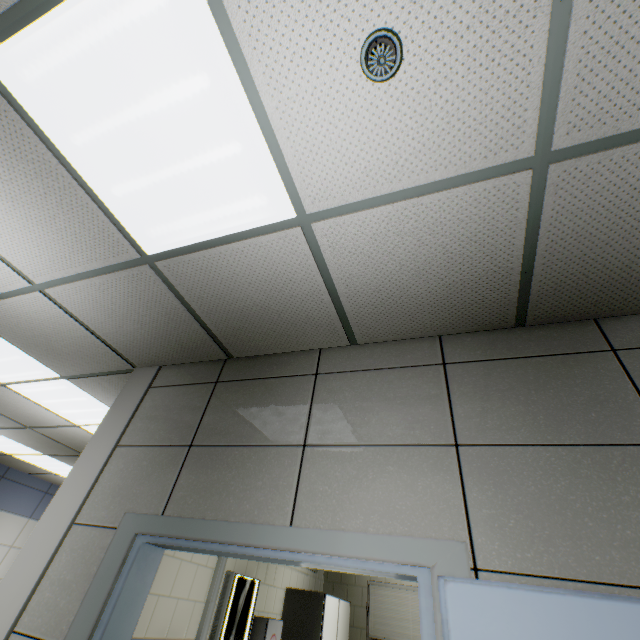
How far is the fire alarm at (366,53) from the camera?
1.02m

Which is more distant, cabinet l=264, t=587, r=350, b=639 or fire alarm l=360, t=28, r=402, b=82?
cabinet l=264, t=587, r=350, b=639

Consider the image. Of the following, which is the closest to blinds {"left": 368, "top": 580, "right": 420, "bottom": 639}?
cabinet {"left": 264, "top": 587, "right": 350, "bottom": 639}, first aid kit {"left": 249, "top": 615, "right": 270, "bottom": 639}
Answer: cabinet {"left": 264, "top": 587, "right": 350, "bottom": 639}

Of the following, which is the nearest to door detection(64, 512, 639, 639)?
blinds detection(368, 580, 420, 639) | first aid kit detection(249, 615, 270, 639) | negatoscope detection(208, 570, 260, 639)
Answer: negatoscope detection(208, 570, 260, 639)

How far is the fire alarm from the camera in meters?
1.0 m

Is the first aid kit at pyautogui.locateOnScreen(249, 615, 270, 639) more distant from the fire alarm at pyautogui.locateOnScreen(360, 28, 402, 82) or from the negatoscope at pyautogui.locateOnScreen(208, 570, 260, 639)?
the fire alarm at pyautogui.locateOnScreen(360, 28, 402, 82)

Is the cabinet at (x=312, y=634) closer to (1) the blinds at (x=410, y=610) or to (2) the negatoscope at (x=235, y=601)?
(1) the blinds at (x=410, y=610)

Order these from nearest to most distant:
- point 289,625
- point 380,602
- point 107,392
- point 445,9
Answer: point 445,9 < point 107,392 < point 289,625 < point 380,602
